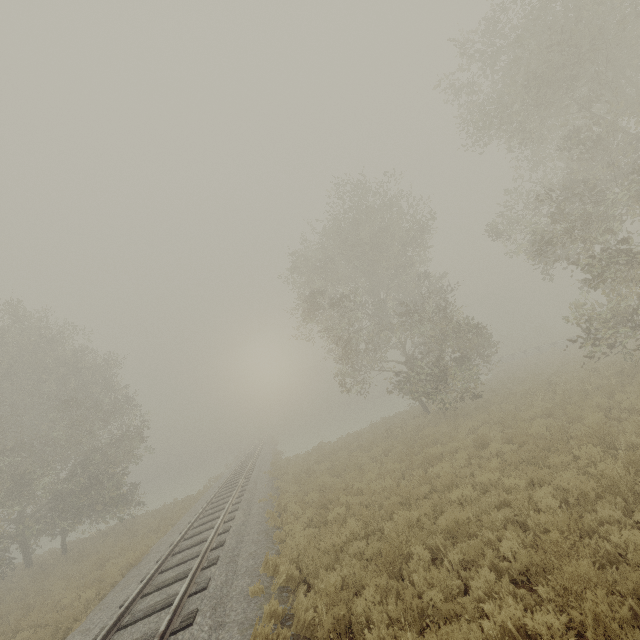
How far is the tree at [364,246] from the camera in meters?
18.7 m

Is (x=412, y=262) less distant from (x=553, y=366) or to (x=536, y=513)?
(x=553, y=366)

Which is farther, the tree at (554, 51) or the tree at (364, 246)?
the tree at (364, 246)

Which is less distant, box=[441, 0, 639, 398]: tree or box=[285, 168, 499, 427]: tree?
box=[441, 0, 639, 398]: tree

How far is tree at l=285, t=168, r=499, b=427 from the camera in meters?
18.7
